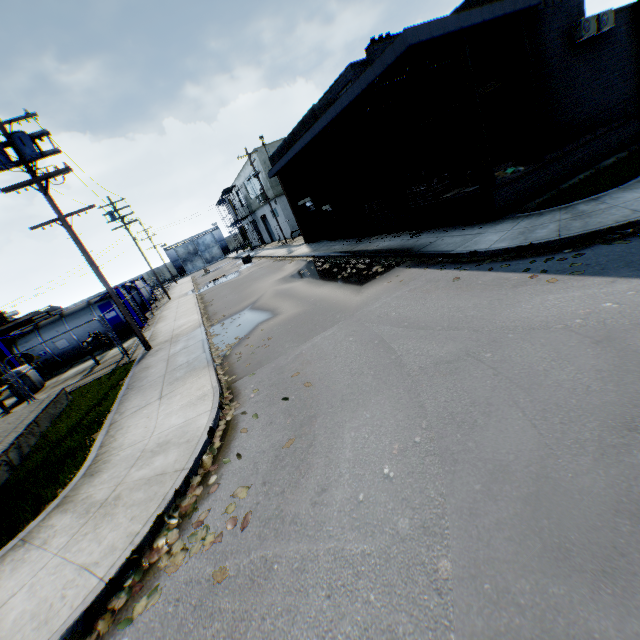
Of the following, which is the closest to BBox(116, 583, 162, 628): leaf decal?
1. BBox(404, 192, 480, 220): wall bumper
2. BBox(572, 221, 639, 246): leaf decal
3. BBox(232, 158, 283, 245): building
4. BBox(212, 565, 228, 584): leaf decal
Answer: BBox(212, 565, 228, 584): leaf decal

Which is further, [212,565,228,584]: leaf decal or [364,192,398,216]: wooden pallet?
[364,192,398,216]: wooden pallet

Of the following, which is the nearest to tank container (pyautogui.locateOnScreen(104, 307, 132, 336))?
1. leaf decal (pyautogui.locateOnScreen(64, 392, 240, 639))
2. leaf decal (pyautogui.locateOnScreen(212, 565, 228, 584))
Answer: leaf decal (pyautogui.locateOnScreen(64, 392, 240, 639))

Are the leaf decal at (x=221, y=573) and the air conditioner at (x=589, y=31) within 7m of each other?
no

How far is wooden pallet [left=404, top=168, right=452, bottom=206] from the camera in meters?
13.3

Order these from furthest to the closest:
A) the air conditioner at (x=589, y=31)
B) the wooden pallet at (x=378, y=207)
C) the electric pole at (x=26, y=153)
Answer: the wooden pallet at (x=378, y=207) < the air conditioner at (x=589, y=31) < the electric pole at (x=26, y=153)

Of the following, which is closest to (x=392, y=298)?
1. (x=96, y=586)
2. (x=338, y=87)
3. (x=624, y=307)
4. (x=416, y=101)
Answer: (x=624, y=307)

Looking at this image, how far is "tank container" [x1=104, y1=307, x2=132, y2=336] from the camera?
20.0 meters
